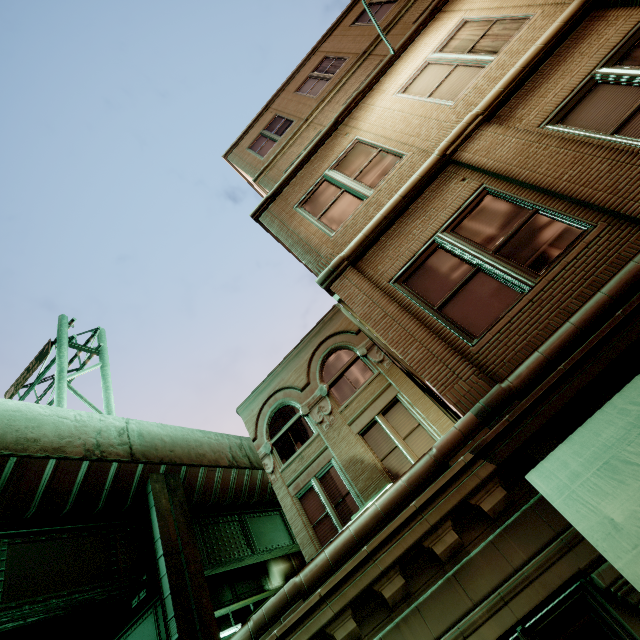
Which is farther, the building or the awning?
the building

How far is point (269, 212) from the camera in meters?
8.1 m

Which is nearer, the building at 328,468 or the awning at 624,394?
the awning at 624,394
